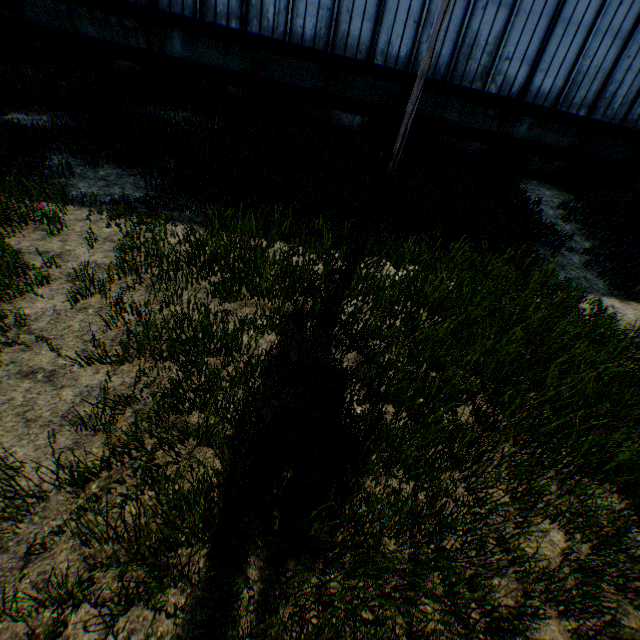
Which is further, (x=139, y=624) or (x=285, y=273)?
(x=285, y=273)
